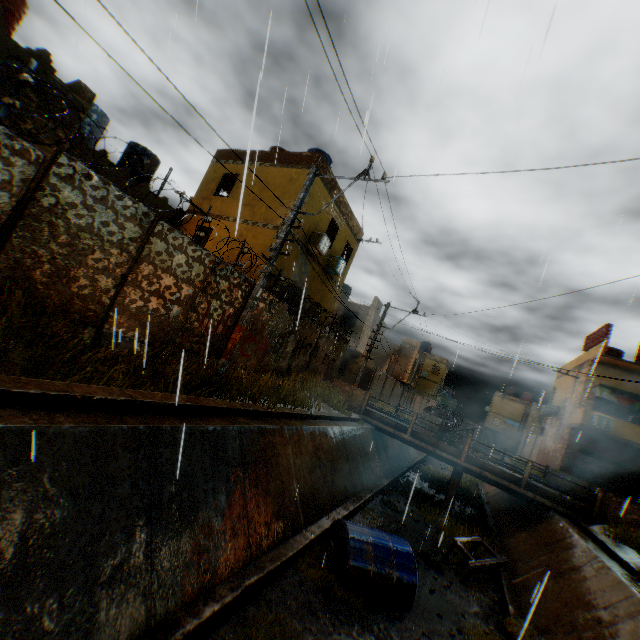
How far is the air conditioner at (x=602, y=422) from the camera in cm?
1898

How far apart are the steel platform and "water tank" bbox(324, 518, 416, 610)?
2.81m

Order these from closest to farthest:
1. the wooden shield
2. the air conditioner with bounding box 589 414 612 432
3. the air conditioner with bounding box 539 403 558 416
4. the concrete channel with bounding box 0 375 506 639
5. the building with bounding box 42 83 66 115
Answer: the concrete channel with bounding box 0 375 506 639
the building with bounding box 42 83 66 115
the air conditioner with bounding box 589 414 612 432
the wooden shield
the air conditioner with bounding box 539 403 558 416

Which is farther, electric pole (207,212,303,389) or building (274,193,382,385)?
building (274,193,382,385)

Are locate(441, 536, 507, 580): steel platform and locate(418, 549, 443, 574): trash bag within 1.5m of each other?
yes

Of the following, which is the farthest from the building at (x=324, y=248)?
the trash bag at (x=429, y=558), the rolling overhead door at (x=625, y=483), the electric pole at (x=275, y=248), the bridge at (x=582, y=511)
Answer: the trash bag at (x=429, y=558)

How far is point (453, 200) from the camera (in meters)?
12.22

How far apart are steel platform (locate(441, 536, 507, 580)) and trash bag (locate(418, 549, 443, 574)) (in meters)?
0.40
